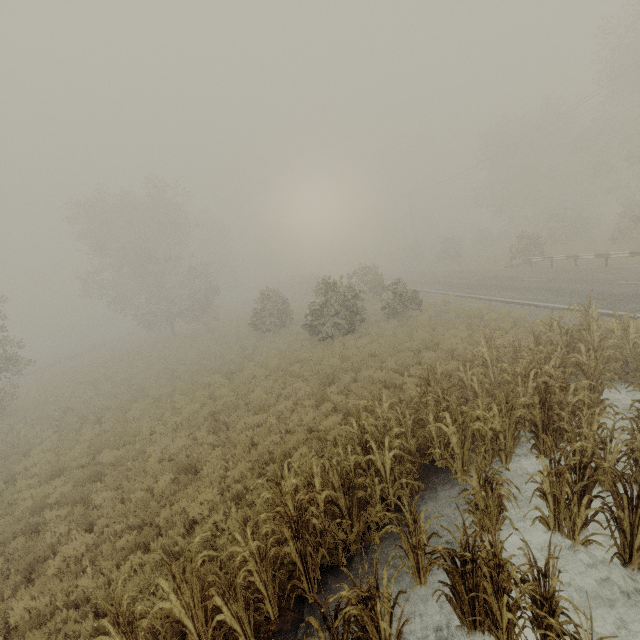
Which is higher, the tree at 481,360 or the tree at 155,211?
the tree at 155,211

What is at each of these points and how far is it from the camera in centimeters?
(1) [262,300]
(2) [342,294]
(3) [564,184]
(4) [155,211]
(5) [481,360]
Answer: (1) tree, 2559cm
(2) tree, 1880cm
(3) tree, 3738cm
(4) tree, 3438cm
(5) tree, 989cm

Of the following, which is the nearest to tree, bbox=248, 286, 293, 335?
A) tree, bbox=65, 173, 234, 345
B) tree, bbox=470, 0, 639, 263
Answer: tree, bbox=470, 0, 639, 263

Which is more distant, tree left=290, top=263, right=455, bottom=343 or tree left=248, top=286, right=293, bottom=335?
tree left=248, top=286, right=293, bottom=335

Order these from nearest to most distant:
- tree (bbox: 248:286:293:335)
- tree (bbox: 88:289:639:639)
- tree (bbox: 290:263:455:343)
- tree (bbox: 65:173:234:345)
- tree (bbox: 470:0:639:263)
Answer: tree (bbox: 88:289:639:639) < tree (bbox: 290:263:455:343) < tree (bbox: 470:0:639:263) < tree (bbox: 248:286:293:335) < tree (bbox: 65:173:234:345)

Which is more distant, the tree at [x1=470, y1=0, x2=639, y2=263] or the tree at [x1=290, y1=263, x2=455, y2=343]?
the tree at [x1=470, y1=0, x2=639, y2=263]

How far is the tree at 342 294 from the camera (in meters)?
18.64

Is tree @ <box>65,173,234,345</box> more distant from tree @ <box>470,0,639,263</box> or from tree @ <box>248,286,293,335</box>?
tree @ <box>470,0,639,263</box>
